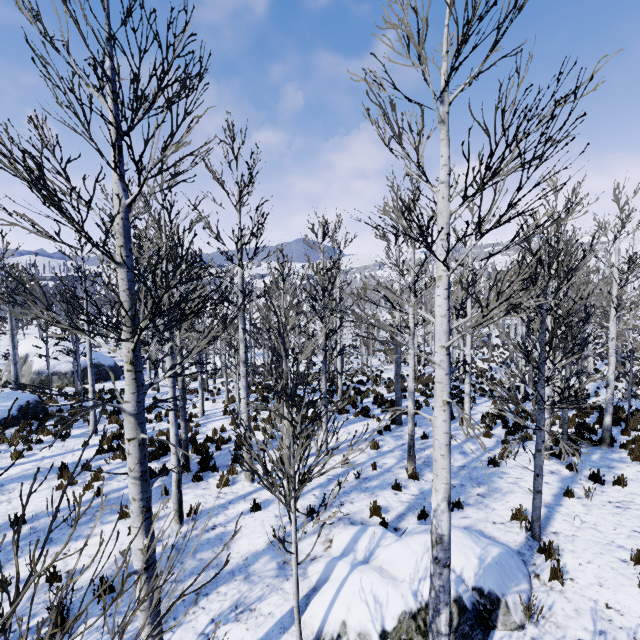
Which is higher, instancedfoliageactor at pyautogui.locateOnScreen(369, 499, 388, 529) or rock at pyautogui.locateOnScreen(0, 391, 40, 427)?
rock at pyautogui.locateOnScreen(0, 391, 40, 427)

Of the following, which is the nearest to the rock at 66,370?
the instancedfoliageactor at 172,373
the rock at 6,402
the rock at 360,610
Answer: the rock at 6,402

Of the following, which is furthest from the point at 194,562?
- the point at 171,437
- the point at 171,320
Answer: the point at 171,320

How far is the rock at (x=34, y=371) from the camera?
24.62m

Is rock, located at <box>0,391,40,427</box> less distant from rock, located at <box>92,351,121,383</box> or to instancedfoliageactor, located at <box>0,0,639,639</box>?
rock, located at <box>92,351,121,383</box>

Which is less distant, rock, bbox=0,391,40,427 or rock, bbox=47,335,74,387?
rock, bbox=0,391,40,427

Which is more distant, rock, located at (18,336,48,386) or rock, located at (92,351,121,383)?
rock, located at (92,351,121,383)

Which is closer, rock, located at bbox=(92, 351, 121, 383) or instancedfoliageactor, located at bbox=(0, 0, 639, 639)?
instancedfoliageactor, located at bbox=(0, 0, 639, 639)
